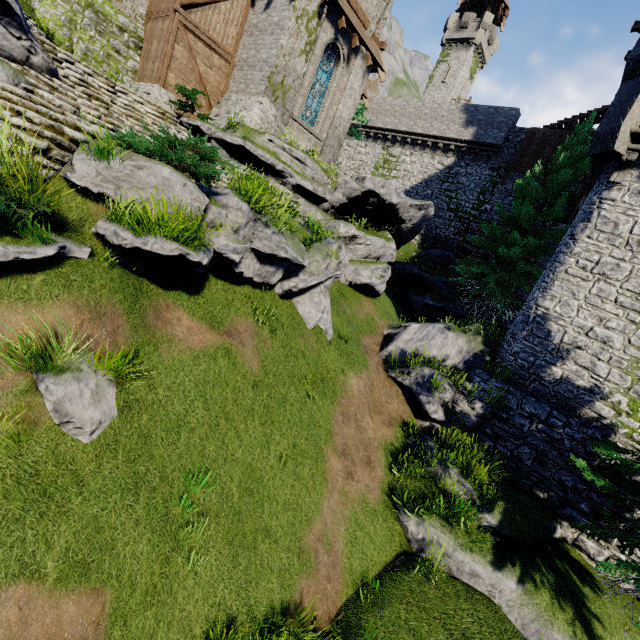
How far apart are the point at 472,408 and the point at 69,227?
11.7m

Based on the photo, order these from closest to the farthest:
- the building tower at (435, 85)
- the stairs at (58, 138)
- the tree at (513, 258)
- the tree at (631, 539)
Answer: the stairs at (58, 138) → the tree at (631, 539) → the tree at (513, 258) → the building tower at (435, 85)

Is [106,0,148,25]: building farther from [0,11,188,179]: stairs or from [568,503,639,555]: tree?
[568,503,639,555]: tree

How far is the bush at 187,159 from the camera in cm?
579

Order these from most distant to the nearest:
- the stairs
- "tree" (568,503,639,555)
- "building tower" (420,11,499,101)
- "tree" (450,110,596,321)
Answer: "building tower" (420,11,499,101) → "tree" (450,110,596,321) → "tree" (568,503,639,555) → the stairs

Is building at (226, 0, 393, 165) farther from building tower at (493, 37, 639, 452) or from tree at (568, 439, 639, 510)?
building tower at (493, 37, 639, 452)

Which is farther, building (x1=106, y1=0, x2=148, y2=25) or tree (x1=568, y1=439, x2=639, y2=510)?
building (x1=106, y1=0, x2=148, y2=25)
